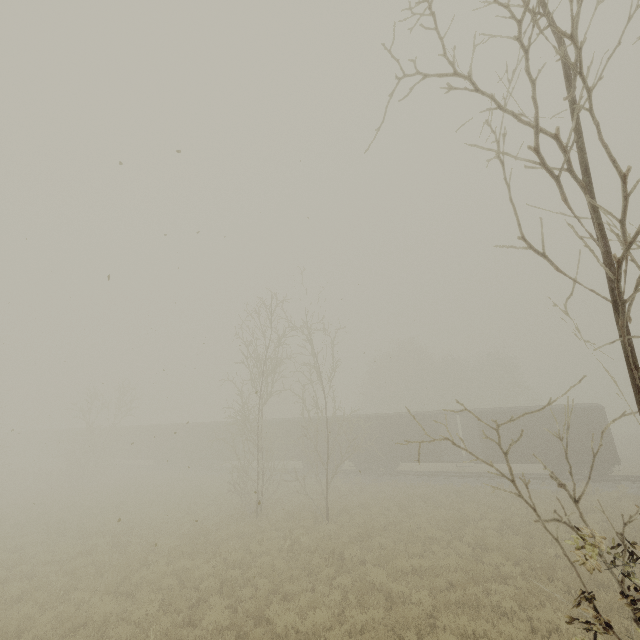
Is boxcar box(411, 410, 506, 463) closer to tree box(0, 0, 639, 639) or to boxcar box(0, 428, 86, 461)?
tree box(0, 0, 639, 639)

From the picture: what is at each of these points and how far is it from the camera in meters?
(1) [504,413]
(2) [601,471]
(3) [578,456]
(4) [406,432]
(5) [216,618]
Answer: (1) boxcar, 23.8 m
(2) boxcar, 21.2 m
(3) boxcar, 21.5 m
(4) boxcar, 26.3 m
(5) tree, 8.2 m

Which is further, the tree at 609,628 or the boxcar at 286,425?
the boxcar at 286,425

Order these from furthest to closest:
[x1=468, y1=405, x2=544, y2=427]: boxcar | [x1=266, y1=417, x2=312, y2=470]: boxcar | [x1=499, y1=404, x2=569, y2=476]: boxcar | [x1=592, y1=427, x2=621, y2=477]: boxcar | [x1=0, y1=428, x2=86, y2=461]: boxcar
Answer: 1. [x1=0, y1=428, x2=86, y2=461]: boxcar
2. [x1=266, y1=417, x2=312, y2=470]: boxcar
3. [x1=468, y1=405, x2=544, y2=427]: boxcar
4. [x1=499, y1=404, x2=569, y2=476]: boxcar
5. [x1=592, y1=427, x2=621, y2=477]: boxcar

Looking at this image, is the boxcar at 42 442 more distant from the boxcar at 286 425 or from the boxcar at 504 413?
the boxcar at 504 413

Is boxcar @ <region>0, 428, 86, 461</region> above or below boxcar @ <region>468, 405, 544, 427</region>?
below

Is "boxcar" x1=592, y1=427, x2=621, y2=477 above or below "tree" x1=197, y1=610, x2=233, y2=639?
above

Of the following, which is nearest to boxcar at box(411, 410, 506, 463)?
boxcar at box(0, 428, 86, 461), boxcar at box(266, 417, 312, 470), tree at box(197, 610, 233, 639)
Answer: boxcar at box(266, 417, 312, 470)
